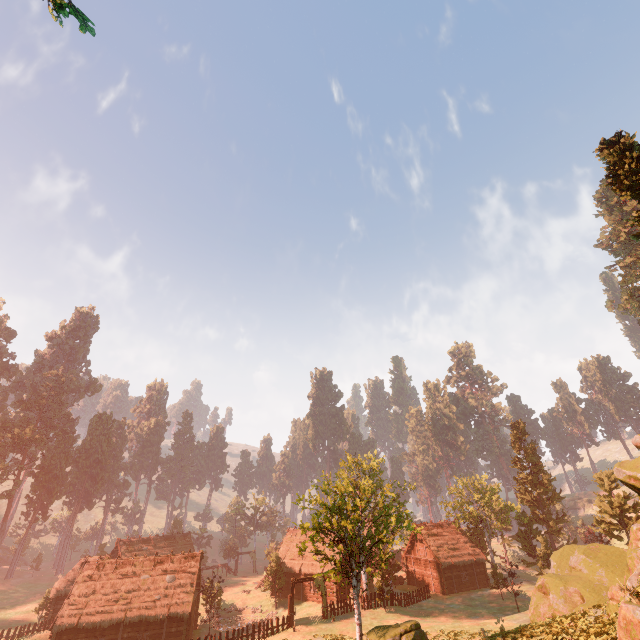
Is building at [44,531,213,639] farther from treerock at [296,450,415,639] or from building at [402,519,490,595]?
building at [402,519,490,595]

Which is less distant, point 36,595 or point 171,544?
point 36,595

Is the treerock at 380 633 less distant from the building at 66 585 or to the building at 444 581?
the building at 66 585

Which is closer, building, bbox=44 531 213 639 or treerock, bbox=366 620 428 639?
treerock, bbox=366 620 428 639

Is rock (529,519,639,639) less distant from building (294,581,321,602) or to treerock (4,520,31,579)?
treerock (4,520,31,579)

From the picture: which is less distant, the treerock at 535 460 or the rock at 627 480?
the rock at 627 480

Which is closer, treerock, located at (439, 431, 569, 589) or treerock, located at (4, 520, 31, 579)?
treerock, located at (439, 431, 569, 589)

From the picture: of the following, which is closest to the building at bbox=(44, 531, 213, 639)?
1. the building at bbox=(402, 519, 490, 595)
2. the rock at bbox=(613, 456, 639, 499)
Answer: the building at bbox=(402, 519, 490, 595)
